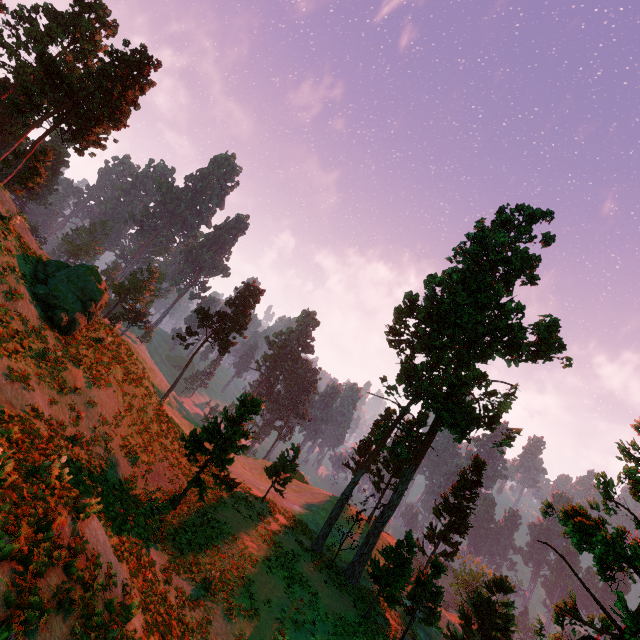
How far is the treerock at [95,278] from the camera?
17.33m

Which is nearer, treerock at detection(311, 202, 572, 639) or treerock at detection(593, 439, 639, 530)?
treerock at detection(593, 439, 639, 530)

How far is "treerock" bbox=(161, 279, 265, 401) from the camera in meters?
51.7 m

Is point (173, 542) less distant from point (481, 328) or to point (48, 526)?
point (48, 526)

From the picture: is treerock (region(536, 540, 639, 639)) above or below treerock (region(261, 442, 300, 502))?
above

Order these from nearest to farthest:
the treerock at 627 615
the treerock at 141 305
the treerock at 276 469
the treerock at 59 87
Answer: the treerock at 627 615
the treerock at 276 469
the treerock at 59 87
the treerock at 141 305

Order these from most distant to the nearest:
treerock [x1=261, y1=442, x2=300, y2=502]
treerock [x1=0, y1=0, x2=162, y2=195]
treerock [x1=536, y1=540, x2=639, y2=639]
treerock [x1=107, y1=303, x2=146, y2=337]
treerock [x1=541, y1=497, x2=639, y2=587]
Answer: treerock [x1=107, y1=303, x2=146, y2=337], treerock [x1=0, y1=0, x2=162, y2=195], treerock [x1=261, y1=442, x2=300, y2=502], treerock [x1=541, y1=497, x2=639, y2=587], treerock [x1=536, y1=540, x2=639, y2=639]
